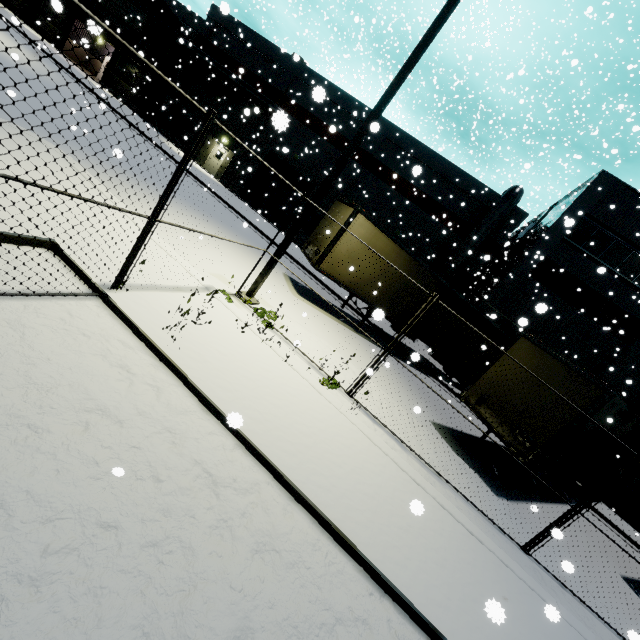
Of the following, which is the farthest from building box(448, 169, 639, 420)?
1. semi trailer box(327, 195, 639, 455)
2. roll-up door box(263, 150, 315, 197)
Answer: semi trailer box(327, 195, 639, 455)

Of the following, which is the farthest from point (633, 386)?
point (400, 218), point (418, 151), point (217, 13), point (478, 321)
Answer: point (217, 13)

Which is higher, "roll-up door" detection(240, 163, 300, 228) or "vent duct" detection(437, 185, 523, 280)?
"vent duct" detection(437, 185, 523, 280)

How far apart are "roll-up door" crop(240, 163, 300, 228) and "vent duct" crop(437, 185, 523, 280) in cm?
1137

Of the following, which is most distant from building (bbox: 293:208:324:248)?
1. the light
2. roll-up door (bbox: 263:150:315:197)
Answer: the light

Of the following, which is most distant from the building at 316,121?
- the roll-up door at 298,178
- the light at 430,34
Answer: the light at 430,34

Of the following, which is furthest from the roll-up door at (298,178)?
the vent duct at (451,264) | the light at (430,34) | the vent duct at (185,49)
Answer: the light at (430,34)

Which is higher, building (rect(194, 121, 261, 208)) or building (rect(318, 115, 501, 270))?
building (rect(318, 115, 501, 270))
